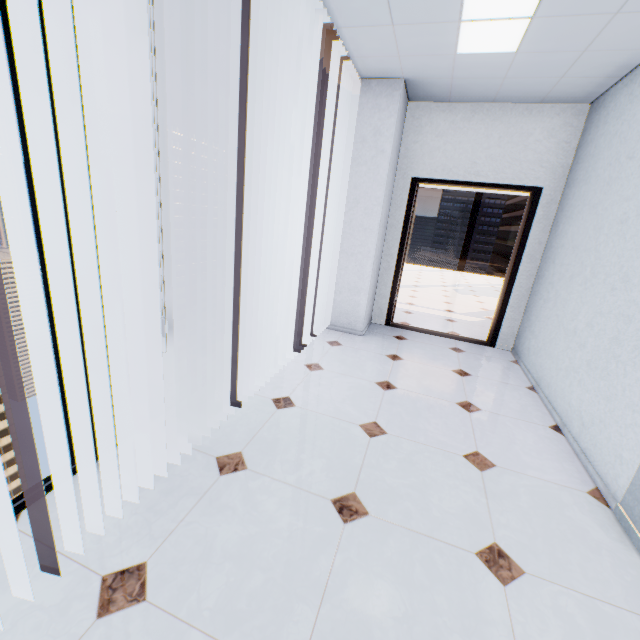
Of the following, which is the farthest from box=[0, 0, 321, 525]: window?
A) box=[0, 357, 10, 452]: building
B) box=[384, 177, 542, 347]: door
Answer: box=[0, 357, 10, 452]: building

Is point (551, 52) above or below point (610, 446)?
above

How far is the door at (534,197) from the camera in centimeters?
401cm

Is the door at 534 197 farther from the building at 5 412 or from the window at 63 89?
the building at 5 412

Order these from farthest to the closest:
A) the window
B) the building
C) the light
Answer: the building, the light, the window

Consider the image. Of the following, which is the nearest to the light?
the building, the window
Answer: the window

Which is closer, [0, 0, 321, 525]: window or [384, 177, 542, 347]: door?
[0, 0, 321, 525]: window
